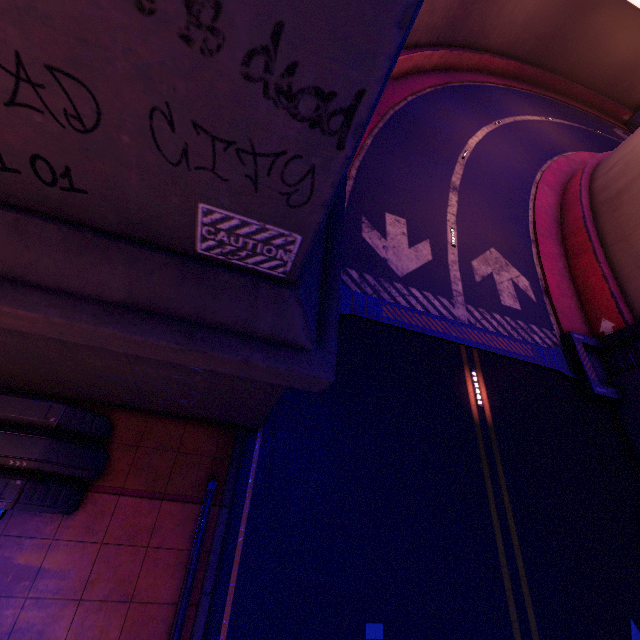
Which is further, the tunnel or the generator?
the tunnel

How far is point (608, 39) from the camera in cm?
3228

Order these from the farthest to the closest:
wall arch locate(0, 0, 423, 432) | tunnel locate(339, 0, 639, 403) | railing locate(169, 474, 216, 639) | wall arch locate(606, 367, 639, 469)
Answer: tunnel locate(339, 0, 639, 403) → wall arch locate(606, 367, 639, 469) → railing locate(169, 474, 216, 639) → wall arch locate(0, 0, 423, 432)

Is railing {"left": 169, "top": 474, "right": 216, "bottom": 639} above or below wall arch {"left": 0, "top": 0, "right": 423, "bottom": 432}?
below

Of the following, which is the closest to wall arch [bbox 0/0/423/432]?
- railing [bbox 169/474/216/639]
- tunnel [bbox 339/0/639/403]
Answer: tunnel [bbox 339/0/639/403]

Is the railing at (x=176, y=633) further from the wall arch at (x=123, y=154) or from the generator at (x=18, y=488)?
the generator at (x=18, y=488)

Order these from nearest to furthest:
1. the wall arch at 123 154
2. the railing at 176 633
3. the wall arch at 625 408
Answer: the wall arch at 123 154 < the railing at 176 633 < the wall arch at 625 408

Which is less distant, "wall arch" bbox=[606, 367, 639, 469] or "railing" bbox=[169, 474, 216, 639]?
"railing" bbox=[169, 474, 216, 639]
